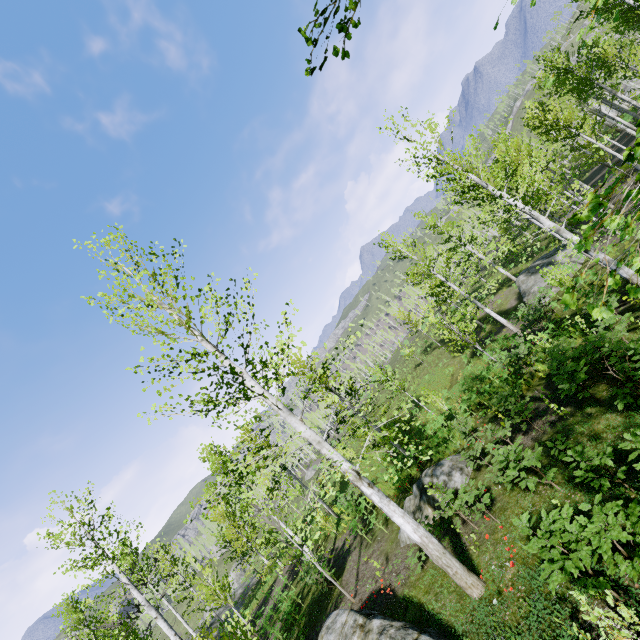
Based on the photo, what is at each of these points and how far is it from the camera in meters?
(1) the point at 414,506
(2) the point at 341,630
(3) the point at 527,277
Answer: (1) rock, 11.1 m
(2) rock, 7.0 m
(3) rock, 25.5 m

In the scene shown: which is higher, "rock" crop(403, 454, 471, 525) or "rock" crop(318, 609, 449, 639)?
"rock" crop(318, 609, 449, 639)

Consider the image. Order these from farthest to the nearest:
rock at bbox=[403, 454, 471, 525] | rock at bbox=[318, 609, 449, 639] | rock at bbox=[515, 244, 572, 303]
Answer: rock at bbox=[515, 244, 572, 303]
rock at bbox=[403, 454, 471, 525]
rock at bbox=[318, 609, 449, 639]

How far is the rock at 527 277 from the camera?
23.5 meters

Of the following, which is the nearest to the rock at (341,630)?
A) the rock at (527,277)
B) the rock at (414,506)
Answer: the rock at (414,506)

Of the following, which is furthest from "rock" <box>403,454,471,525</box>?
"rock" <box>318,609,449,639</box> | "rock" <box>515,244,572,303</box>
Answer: "rock" <box>515,244,572,303</box>

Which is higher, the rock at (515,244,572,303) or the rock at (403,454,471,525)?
the rock at (403,454,471,525)
